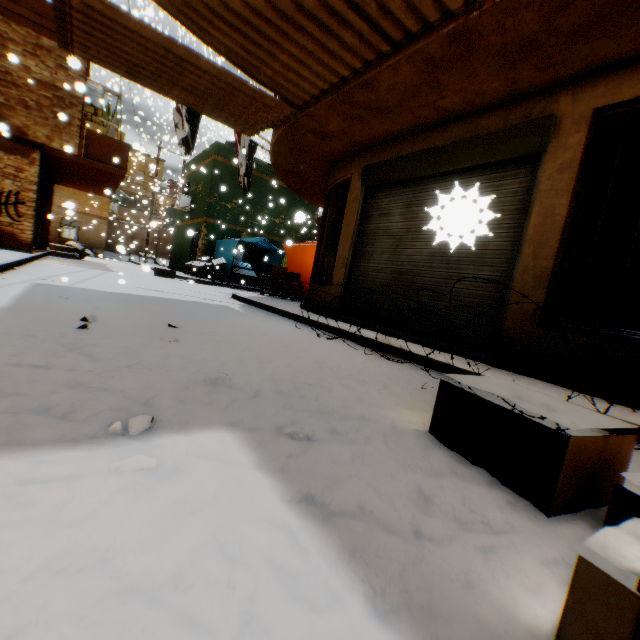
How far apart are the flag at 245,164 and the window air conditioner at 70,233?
18.0 meters

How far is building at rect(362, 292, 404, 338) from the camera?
5.4 meters

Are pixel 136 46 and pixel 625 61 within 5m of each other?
no

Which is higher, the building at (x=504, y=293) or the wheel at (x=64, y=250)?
the building at (x=504, y=293)

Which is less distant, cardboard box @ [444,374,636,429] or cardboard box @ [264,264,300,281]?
cardboard box @ [444,374,636,429]

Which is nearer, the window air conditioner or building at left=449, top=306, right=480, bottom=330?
building at left=449, top=306, right=480, bottom=330

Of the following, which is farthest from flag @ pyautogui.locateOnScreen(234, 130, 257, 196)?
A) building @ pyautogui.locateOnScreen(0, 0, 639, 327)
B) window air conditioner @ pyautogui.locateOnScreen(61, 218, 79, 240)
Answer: window air conditioner @ pyautogui.locateOnScreen(61, 218, 79, 240)

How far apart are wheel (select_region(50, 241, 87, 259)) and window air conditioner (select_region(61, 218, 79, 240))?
8.2m
